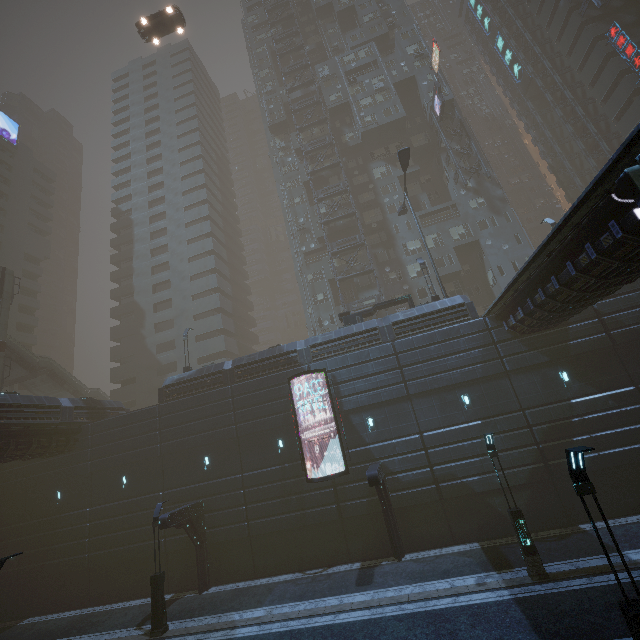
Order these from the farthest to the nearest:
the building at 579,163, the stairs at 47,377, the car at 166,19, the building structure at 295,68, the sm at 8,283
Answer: the building at 579,163, the building structure at 295,68, the stairs at 47,377, the sm at 8,283, the car at 166,19

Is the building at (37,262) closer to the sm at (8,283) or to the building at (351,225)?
the building at (351,225)

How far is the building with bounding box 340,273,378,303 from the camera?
36.4 meters

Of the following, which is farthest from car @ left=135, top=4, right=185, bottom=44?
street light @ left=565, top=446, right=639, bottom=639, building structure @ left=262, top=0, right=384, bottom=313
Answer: → street light @ left=565, top=446, right=639, bottom=639

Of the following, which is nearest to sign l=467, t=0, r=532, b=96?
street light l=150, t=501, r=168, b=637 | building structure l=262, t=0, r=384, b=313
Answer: building structure l=262, t=0, r=384, b=313

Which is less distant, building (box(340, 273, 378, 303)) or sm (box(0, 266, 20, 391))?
sm (box(0, 266, 20, 391))

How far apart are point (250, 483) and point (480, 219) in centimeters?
3637cm

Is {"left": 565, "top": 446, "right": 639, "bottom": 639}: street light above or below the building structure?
below
